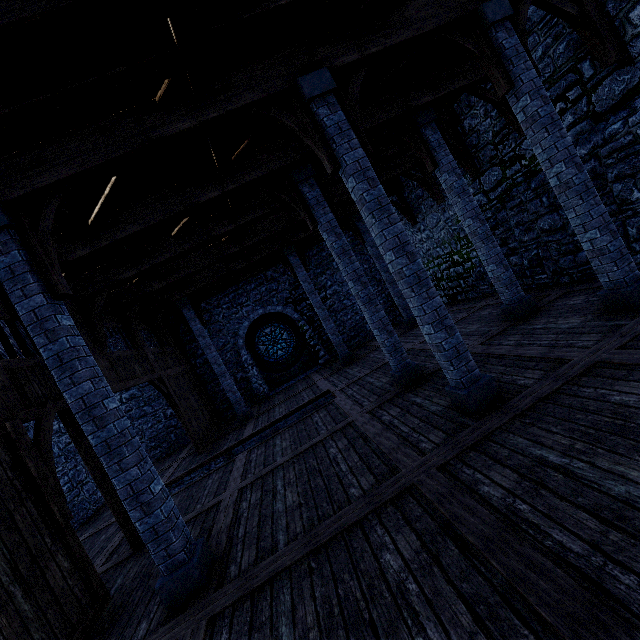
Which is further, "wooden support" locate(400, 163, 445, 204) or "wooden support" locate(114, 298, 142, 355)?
"wooden support" locate(400, 163, 445, 204)

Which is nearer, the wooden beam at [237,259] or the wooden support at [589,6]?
the wooden support at [589,6]

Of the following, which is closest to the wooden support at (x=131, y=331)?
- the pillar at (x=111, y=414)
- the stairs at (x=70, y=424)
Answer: the stairs at (x=70, y=424)

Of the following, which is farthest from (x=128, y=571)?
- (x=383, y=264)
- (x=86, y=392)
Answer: (x=383, y=264)

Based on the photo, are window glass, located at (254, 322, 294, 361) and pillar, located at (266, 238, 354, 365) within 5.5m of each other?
yes

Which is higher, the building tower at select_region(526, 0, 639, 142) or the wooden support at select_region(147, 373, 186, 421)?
the building tower at select_region(526, 0, 639, 142)

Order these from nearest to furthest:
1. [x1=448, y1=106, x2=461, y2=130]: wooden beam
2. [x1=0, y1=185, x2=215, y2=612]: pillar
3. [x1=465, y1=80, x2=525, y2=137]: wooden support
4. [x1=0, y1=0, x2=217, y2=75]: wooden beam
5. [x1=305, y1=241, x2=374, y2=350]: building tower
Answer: [x1=0, y1=0, x2=217, y2=75]: wooden beam
[x1=0, y1=185, x2=215, y2=612]: pillar
[x1=465, y1=80, x2=525, y2=137]: wooden support
[x1=448, y1=106, x2=461, y2=130]: wooden beam
[x1=305, y1=241, x2=374, y2=350]: building tower

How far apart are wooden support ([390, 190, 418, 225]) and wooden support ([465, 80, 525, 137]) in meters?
6.0 m
